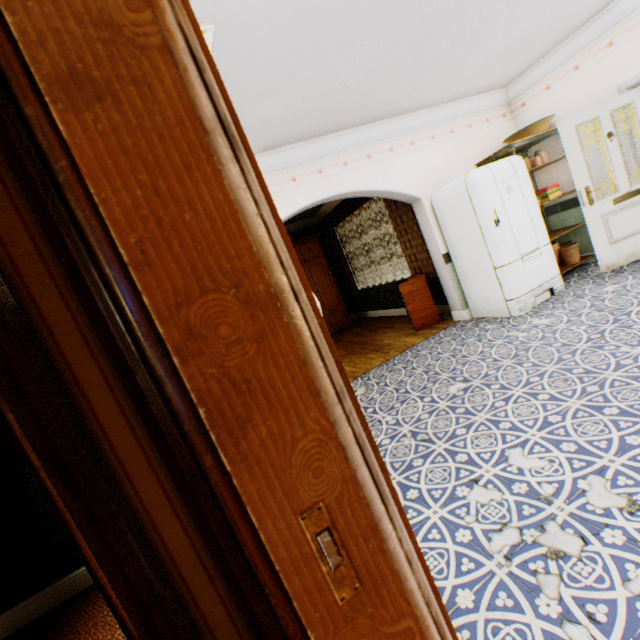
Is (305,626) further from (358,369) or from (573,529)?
(358,369)

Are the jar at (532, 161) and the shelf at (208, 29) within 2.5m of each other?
no

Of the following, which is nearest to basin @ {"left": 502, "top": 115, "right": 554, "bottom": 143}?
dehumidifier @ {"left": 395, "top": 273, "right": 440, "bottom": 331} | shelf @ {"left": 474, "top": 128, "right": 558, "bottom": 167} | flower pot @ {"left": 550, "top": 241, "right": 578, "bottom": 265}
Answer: shelf @ {"left": 474, "top": 128, "right": 558, "bottom": 167}

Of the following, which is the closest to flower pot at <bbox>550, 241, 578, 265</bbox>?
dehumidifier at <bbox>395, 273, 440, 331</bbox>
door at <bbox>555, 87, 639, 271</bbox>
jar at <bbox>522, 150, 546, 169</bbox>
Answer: door at <bbox>555, 87, 639, 271</bbox>

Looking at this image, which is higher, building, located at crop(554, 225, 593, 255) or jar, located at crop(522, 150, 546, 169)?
jar, located at crop(522, 150, 546, 169)

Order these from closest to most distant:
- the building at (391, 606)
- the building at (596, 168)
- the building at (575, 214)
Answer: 1. the building at (391, 606)
2. the building at (596, 168)
3. the building at (575, 214)

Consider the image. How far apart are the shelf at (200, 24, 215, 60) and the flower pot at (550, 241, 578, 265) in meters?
5.1

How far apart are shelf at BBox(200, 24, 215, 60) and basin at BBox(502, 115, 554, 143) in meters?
4.7 m
